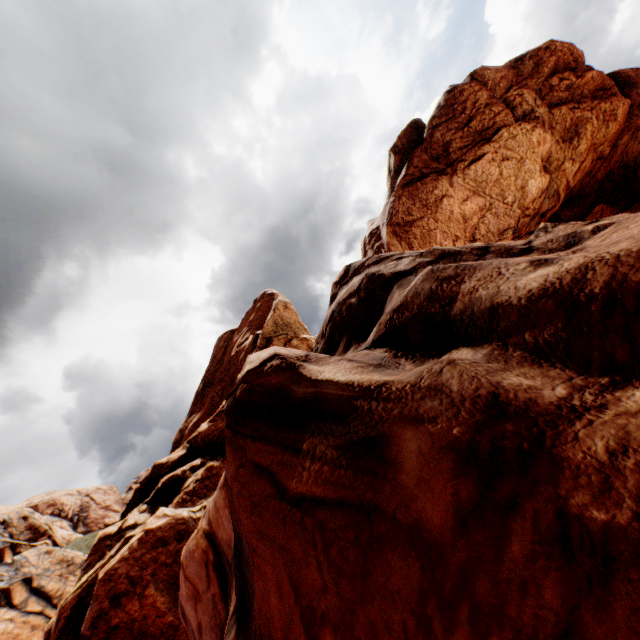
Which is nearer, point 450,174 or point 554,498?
point 554,498
